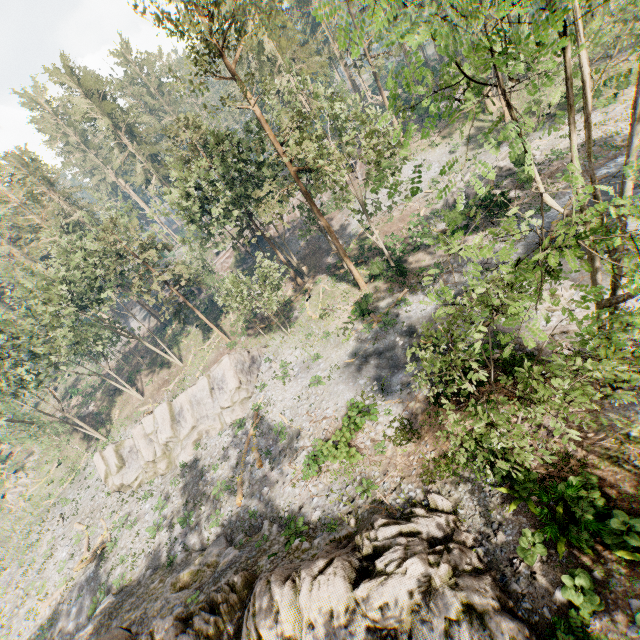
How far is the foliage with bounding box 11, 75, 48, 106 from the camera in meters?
58.0 m

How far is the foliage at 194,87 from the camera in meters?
18.4

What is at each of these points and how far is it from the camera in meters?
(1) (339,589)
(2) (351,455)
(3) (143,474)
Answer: (1) rock, 10.6 m
(2) foliage, 18.1 m
(3) rock, 30.4 m

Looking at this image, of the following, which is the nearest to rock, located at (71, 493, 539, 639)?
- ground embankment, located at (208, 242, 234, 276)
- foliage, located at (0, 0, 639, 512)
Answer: foliage, located at (0, 0, 639, 512)

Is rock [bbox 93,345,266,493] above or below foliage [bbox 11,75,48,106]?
below

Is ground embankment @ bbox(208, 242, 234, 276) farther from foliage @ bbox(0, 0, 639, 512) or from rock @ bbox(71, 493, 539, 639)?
rock @ bbox(71, 493, 539, 639)
